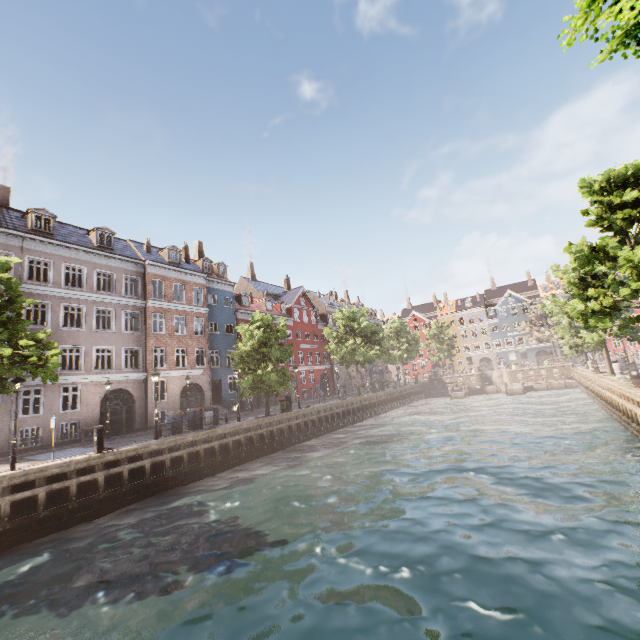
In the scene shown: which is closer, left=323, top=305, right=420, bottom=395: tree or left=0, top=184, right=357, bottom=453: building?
left=0, top=184, right=357, bottom=453: building

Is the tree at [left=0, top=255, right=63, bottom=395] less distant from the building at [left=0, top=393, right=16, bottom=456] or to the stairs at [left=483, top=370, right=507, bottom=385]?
the building at [left=0, top=393, right=16, bottom=456]

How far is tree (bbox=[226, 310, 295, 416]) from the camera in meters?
23.3 m

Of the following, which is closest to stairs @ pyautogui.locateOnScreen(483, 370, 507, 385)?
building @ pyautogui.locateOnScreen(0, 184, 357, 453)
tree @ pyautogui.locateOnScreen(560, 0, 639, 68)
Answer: tree @ pyautogui.locateOnScreen(560, 0, 639, 68)

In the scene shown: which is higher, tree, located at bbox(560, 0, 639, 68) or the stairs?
tree, located at bbox(560, 0, 639, 68)

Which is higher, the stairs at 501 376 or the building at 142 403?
the building at 142 403

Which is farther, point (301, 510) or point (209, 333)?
point (209, 333)

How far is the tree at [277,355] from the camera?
23.3 meters
